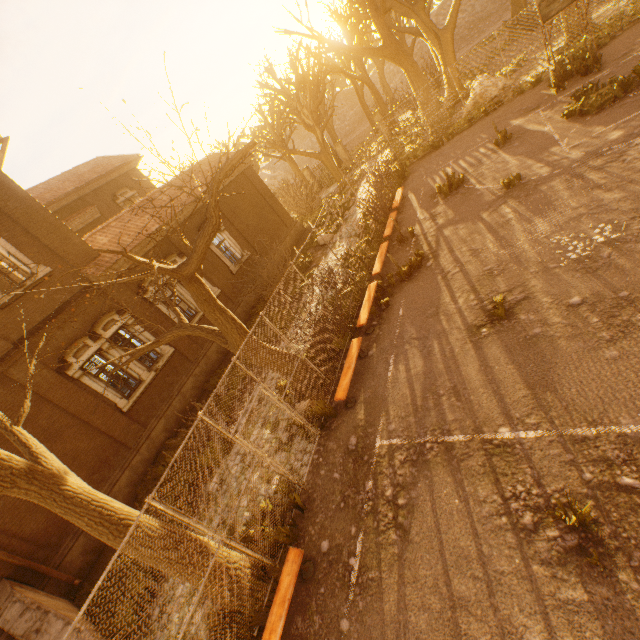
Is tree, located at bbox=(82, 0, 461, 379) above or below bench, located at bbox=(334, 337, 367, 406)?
above

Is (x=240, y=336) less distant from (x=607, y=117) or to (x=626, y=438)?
(x=626, y=438)

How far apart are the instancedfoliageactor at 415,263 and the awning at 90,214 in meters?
19.8 m

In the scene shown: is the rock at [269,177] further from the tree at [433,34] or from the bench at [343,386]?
the bench at [343,386]

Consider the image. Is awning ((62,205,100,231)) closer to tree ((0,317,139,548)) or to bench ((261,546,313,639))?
tree ((0,317,139,548))

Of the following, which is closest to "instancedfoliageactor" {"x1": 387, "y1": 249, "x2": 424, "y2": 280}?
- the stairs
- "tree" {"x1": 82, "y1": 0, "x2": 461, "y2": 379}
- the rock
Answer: "tree" {"x1": 82, "y1": 0, "x2": 461, "y2": 379}

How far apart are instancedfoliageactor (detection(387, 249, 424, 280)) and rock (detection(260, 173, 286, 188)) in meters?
54.2 m

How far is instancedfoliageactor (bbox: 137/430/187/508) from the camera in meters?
10.6
